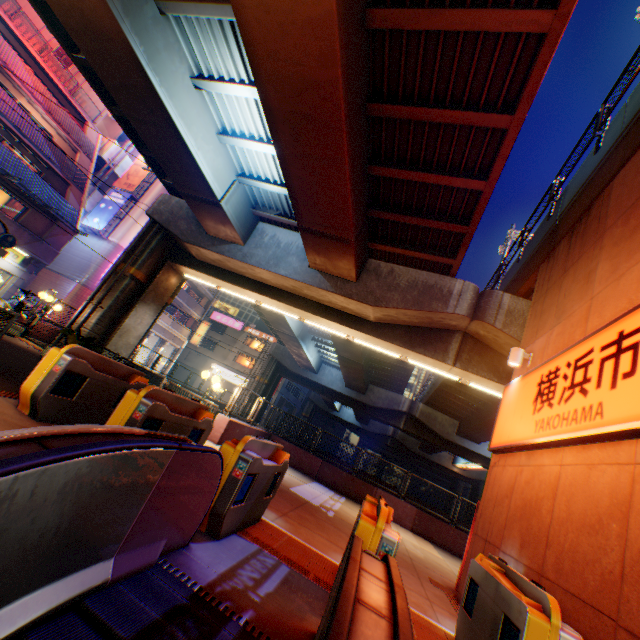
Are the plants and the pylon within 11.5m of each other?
no

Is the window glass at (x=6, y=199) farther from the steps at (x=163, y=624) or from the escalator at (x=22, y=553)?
the steps at (x=163, y=624)

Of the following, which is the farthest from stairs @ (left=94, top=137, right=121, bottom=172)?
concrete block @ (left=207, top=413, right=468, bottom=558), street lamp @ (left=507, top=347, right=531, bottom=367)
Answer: street lamp @ (left=507, top=347, right=531, bottom=367)

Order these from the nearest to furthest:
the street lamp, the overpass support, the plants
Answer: the overpass support
the street lamp
the plants

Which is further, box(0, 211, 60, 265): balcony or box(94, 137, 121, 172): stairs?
box(94, 137, 121, 172): stairs

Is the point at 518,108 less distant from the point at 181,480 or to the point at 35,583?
the point at 181,480

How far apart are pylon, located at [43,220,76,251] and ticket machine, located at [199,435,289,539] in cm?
2550

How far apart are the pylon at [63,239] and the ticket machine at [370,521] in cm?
2728
